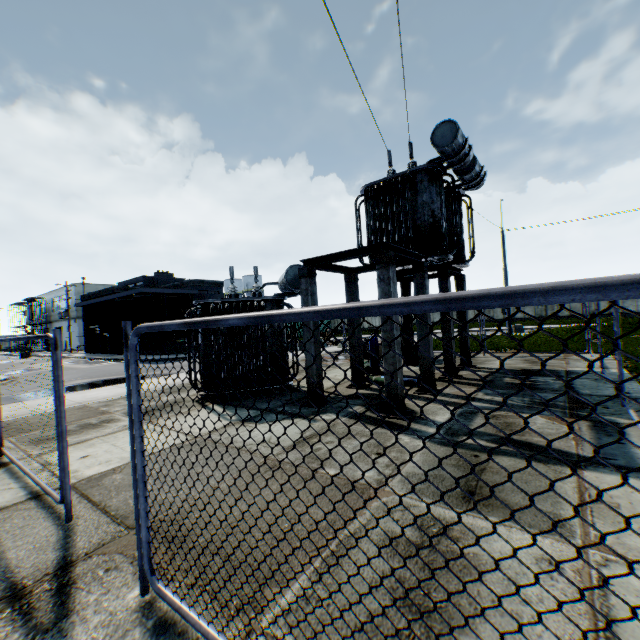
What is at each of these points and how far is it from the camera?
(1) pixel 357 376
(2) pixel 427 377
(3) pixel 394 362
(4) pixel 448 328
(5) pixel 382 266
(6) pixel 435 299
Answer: (1) concrete support, 9.66m
(2) concrete support, 8.41m
(3) concrete support, 6.65m
(4) concrete support, 10.18m
(5) concrete support, 6.73m
(6) metal fence, 1.11m

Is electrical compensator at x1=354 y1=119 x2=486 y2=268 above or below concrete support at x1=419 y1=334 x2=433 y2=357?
above

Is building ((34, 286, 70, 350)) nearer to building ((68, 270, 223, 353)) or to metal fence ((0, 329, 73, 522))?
building ((68, 270, 223, 353))

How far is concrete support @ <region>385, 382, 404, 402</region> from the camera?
6.6m

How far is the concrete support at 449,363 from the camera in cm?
1015

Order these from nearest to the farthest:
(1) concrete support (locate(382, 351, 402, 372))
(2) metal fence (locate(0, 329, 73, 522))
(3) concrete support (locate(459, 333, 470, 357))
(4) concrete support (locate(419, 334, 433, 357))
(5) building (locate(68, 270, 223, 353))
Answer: (2) metal fence (locate(0, 329, 73, 522)) < (1) concrete support (locate(382, 351, 402, 372)) < (4) concrete support (locate(419, 334, 433, 357)) < (3) concrete support (locate(459, 333, 470, 357)) < (5) building (locate(68, 270, 223, 353))

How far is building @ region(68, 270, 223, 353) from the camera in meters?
31.2 m

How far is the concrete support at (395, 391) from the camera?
6.6 meters
